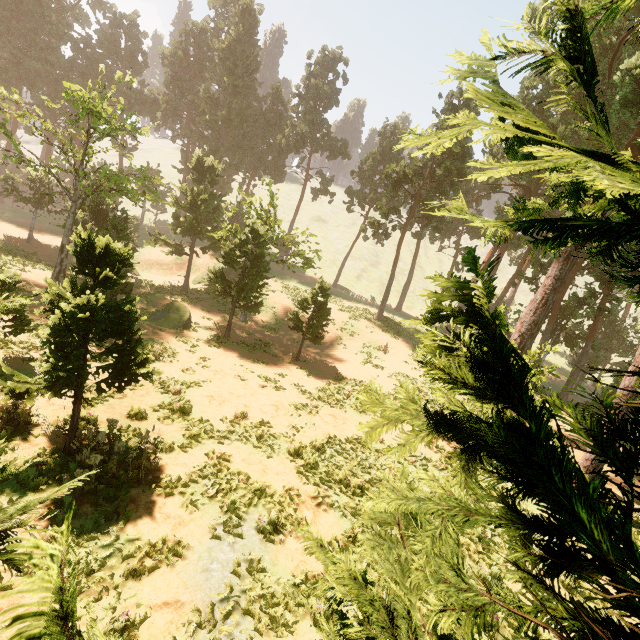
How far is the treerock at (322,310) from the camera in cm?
2214

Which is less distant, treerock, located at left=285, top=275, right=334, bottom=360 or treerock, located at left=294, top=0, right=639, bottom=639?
treerock, located at left=294, top=0, right=639, bottom=639

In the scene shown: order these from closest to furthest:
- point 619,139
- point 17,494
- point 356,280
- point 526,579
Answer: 1. point 526,579
2. point 17,494
3. point 619,139
4. point 356,280

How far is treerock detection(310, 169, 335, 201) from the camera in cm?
4634

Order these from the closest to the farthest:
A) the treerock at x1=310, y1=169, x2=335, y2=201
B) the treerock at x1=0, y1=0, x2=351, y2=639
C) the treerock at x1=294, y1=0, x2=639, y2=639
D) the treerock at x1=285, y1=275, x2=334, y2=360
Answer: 1. the treerock at x1=294, y1=0, x2=639, y2=639
2. the treerock at x1=0, y1=0, x2=351, y2=639
3. the treerock at x1=285, y1=275, x2=334, y2=360
4. the treerock at x1=310, y1=169, x2=335, y2=201

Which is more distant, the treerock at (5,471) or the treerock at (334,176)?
the treerock at (334,176)
